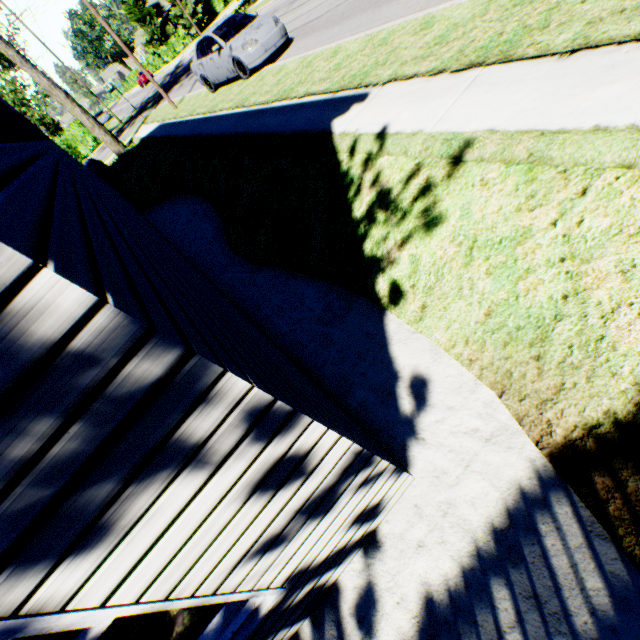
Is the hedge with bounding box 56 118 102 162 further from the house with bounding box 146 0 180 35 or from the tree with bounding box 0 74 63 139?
the house with bounding box 146 0 180 35

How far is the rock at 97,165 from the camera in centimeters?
1762cm

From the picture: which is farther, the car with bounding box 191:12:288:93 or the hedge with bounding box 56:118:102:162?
the hedge with bounding box 56:118:102:162

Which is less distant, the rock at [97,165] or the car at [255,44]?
the car at [255,44]

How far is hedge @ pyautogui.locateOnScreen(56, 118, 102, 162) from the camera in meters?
30.3

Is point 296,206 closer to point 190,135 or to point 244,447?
point 244,447

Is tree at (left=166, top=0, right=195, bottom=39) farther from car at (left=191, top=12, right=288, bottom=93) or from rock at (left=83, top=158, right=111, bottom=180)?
rock at (left=83, top=158, right=111, bottom=180)

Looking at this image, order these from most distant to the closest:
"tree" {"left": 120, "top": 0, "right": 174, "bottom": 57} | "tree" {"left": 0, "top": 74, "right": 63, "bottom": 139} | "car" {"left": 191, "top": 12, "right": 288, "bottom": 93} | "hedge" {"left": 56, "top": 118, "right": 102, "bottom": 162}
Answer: "tree" {"left": 120, "top": 0, "right": 174, "bottom": 57} → "tree" {"left": 0, "top": 74, "right": 63, "bottom": 139} → "hedge" {"left": 56, "top": 118, "right": 102, "bottom": 162} → "car" {"left": 191, "top": 12, "right": 288, "bottom": 93}
